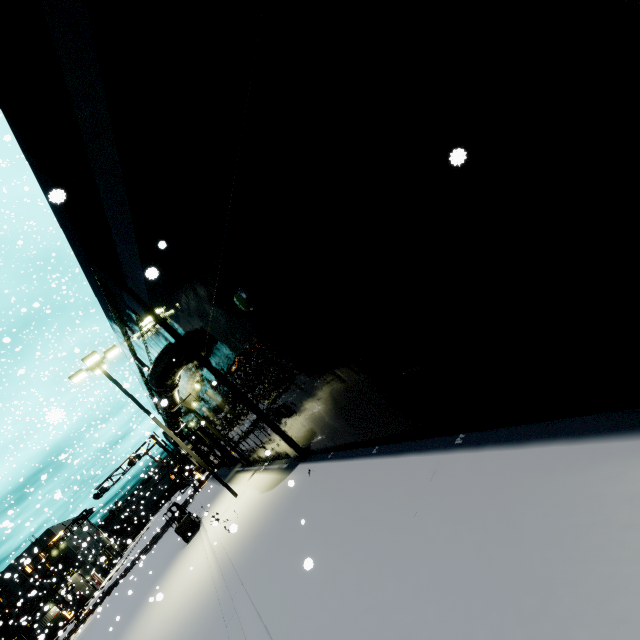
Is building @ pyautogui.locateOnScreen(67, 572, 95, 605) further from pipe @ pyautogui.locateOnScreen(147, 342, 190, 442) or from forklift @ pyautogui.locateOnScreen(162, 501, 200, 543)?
forklift @ pyautogui.locateOnScreen(162, 501, 200, 543)

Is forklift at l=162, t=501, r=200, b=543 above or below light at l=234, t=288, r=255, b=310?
below

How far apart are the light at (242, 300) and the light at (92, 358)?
12.7m

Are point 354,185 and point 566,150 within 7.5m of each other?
yes

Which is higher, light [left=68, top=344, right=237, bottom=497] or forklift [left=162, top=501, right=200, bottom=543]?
light [left=68, top=344, right=237, bottom=497]

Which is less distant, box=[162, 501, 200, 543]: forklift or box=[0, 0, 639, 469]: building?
box=[0, 0, 639, 469]: building

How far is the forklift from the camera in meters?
18.9 m

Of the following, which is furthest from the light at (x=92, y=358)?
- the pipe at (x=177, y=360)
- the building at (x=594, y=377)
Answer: the building at (x=594, y=377)
